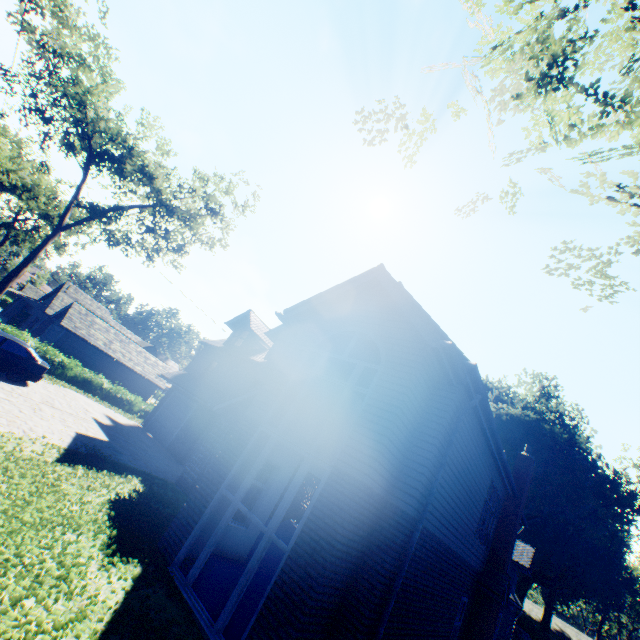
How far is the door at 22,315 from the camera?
38.3m

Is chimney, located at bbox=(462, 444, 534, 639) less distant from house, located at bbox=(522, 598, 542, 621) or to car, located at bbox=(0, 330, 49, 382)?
car, located at bbox=(0, 330, 49, 382)

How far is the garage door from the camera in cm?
1998

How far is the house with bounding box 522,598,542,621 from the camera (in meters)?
54.38

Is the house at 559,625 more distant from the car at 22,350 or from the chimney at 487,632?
the car at 22,350

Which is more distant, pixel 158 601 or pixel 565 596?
pixel 565 596

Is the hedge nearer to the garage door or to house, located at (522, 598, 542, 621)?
the garage door

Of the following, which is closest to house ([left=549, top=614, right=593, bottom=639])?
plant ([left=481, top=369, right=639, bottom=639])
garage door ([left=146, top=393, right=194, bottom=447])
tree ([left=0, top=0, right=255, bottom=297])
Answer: plant ([left=481, top=369, right=639, bottom=639])
